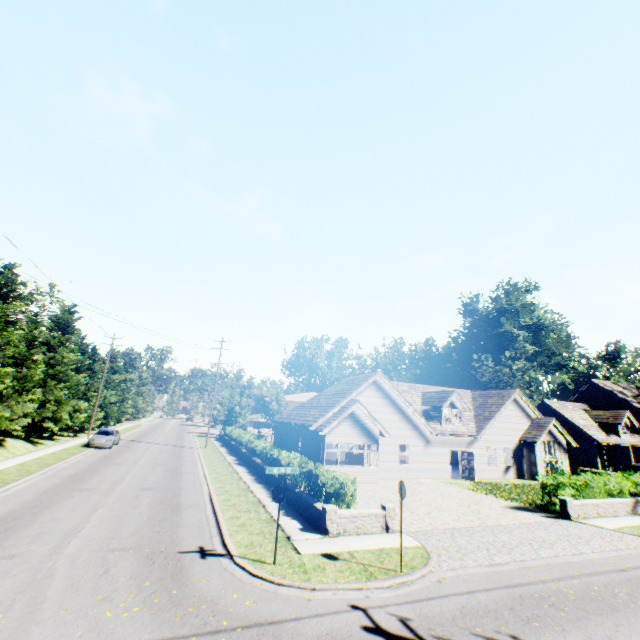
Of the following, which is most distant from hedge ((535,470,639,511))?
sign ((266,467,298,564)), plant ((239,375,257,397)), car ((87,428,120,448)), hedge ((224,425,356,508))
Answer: plant ((239,375,257,397))

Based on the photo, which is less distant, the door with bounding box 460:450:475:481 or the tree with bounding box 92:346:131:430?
the door with bounding box 460:450:475:481

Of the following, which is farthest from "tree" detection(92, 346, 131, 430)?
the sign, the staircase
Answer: the staircase

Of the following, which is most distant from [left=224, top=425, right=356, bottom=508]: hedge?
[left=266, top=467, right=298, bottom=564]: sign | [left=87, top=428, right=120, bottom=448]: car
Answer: [left=87, top=428, right=120, bottom=448]: car

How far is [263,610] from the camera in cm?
690

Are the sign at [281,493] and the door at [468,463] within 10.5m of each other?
no

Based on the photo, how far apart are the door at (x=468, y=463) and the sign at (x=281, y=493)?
21.3m

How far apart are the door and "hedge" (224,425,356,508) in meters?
14.4
